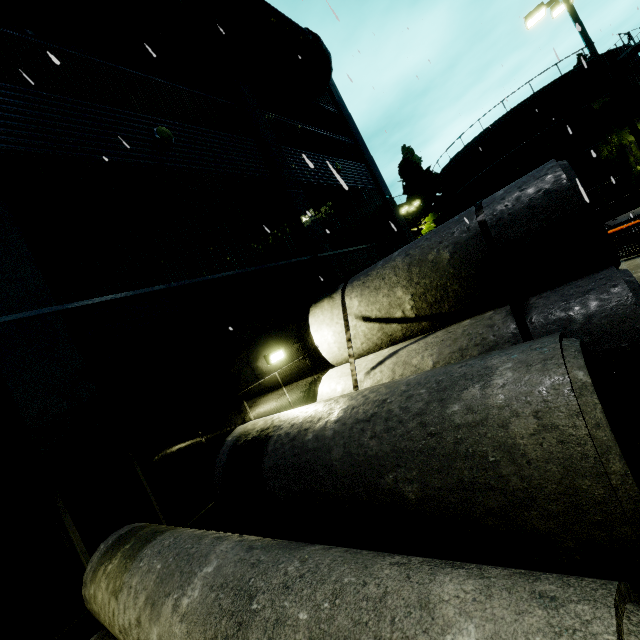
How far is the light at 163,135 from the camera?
7.6m

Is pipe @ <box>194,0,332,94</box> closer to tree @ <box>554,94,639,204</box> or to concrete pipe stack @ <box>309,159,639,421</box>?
tree @ <box>554,94,639,204</box>

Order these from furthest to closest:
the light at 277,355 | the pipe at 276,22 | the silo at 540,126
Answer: the silo at 540,126 < the pipe at 276,22 < the light at 277,355

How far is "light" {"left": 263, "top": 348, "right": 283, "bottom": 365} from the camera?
7.5 meters

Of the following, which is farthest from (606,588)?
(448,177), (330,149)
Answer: (448,177)

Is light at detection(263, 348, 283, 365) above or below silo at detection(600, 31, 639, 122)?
below

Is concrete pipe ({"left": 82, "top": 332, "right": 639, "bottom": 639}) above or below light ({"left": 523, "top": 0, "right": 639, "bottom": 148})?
below

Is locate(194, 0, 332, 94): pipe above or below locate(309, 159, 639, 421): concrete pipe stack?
above
